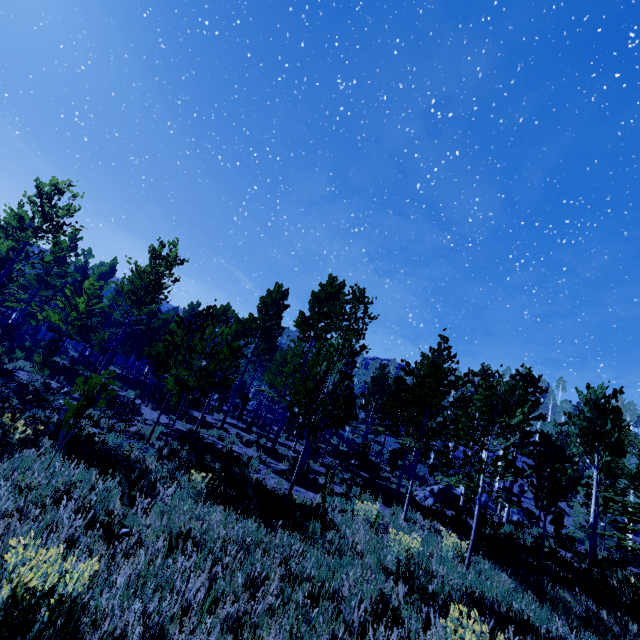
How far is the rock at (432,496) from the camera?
16.79m

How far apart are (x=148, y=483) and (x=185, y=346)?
4.2m

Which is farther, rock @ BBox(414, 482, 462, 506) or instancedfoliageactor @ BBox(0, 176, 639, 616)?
rock @ BBox(414, 482, 462, 506)

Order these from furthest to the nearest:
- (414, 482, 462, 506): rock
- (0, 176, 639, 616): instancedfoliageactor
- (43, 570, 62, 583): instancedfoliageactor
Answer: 1. (414, 482, 462, 506): rock
2. (0, 176, 639, 616): instancedfoliageactor
3. (43, 570, 62, 583): instancedfoliageactor

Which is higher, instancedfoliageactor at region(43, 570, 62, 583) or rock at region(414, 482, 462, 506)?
rock at region(414, 482, 462, 506)

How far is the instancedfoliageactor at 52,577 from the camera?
2.7m

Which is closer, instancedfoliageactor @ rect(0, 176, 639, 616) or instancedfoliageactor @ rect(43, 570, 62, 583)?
instancedfoliageactor @ rect(43, 570, 62, 583)
